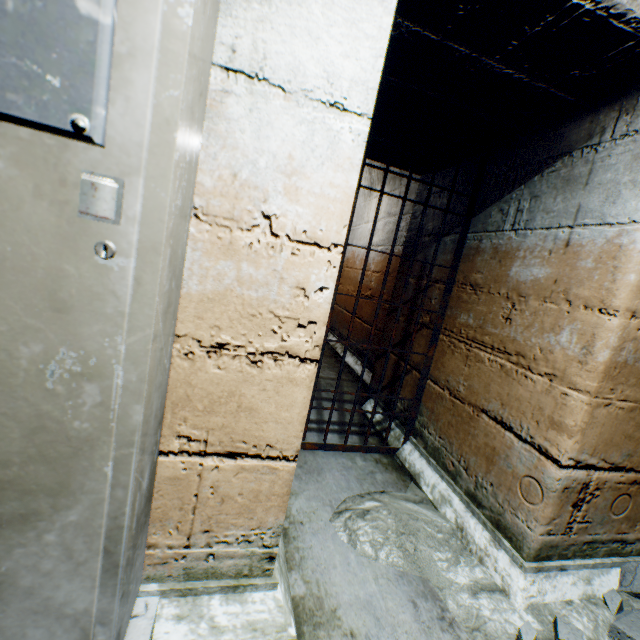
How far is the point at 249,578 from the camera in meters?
1.1

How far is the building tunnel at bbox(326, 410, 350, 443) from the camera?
2.34m

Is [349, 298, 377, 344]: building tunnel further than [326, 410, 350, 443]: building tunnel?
Yes

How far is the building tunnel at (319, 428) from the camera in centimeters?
230cm

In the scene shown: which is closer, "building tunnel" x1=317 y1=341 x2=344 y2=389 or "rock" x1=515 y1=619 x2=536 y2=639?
"rock" x1=515 y1=619 x2=536 y2=639

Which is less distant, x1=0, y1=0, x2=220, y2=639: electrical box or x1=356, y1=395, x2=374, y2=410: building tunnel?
x1=0, y1=0, x2=220, y2=639: electrical box

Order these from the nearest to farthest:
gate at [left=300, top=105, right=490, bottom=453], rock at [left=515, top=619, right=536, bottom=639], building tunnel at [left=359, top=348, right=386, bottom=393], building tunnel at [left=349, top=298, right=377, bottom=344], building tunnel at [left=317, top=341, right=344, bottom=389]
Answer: rock at [left=515, top=619, right=536, bottom=639] < gate at [left=300, top=105, right=490, bottom=453] < building tunnel at [left=359, top=348, right=386, bottom=393] < building tunnel at [left=317, top=341, right=344, bottom=389] < building tunnel at [left=349, top=298, right=377, bottom=344]

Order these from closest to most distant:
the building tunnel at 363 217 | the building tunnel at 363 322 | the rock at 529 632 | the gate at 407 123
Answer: the rock at 529 632
the gate at 407 123
the building tunnel at 363 322
the building tunnel at 363 217
